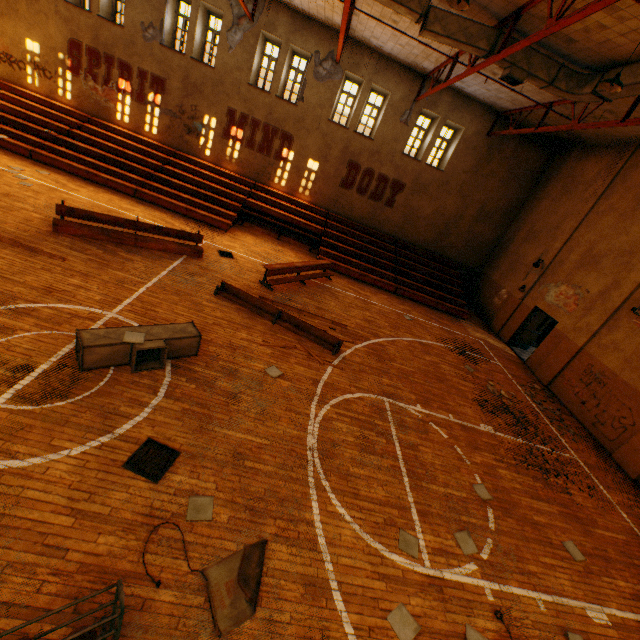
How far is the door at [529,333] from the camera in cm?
1449

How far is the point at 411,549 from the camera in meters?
4.9 m

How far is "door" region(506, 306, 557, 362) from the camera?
14.5 meters

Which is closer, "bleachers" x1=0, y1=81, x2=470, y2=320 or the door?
"bleachers" x1=0, y1=81, x2=470, y2=320

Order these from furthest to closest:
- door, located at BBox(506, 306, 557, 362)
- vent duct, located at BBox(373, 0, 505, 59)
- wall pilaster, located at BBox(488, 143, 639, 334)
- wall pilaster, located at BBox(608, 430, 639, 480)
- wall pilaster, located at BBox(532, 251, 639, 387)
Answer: door, located at BBox(506, 306, 557, 362) < wall pilaster, located at BBox(488, 143, 639, 334) < wall pilaster, located at BBox(532, 251, 639, 387) < wall pilaster, located at BBox(608, 430, 639, 480) < vent duct, located at BBox(373, 0, 505, 59)

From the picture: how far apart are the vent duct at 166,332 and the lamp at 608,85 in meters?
10.3

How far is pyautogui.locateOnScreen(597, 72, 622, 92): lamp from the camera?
6.9m

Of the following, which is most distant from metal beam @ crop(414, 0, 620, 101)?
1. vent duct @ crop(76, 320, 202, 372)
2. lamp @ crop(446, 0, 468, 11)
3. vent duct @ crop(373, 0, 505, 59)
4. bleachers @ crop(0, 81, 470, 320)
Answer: bleachers @ crop(0, 81, 470, 320)
